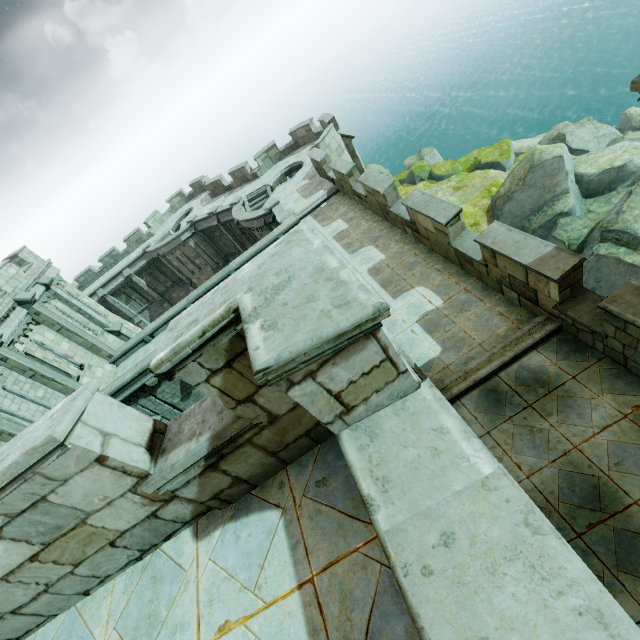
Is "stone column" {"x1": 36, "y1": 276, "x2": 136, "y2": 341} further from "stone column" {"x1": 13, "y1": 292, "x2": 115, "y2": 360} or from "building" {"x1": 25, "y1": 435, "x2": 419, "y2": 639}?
"building" {"x1": 25, "y1": 435, "x2": 419, "y2": 639}

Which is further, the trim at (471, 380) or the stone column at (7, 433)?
the stone column at (7, 433)

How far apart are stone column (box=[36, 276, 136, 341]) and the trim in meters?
20.1 m

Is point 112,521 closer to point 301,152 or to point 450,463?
point 450,463

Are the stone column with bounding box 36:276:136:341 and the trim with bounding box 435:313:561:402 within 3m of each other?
no

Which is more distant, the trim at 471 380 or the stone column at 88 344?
the stone column at 88 344

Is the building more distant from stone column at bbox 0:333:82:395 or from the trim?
stone column at bbox 0:333:82:395

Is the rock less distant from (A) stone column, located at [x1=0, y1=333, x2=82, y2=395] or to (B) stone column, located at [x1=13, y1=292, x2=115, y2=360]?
(A) stone column, located at [x1=0, y1=333, x2=82, y2=395]
